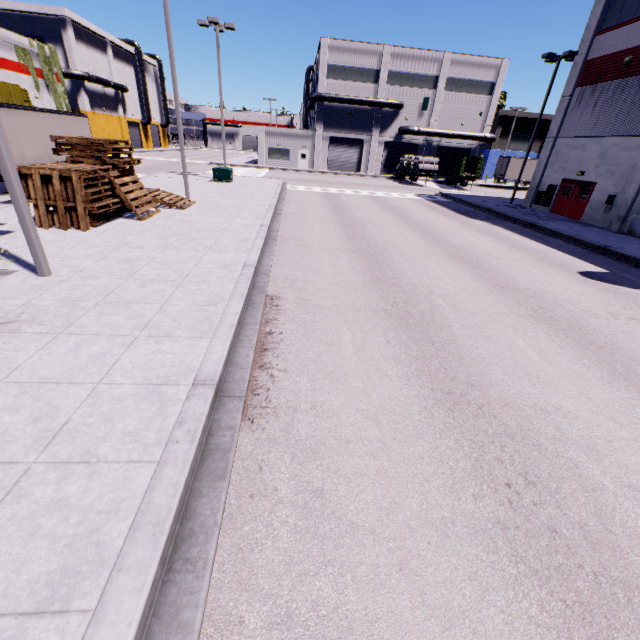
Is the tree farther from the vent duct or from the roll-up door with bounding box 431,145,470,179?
the roll-up door with bounding box 431,145,470,179

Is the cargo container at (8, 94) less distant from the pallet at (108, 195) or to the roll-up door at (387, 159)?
the roll-up door at (387, 159)

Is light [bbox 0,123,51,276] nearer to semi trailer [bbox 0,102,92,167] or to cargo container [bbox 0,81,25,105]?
semi trailer [bbox 0,102,92,167]

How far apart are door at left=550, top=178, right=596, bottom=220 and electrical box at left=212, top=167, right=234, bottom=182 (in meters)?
24.24

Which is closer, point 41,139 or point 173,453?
point 173,453

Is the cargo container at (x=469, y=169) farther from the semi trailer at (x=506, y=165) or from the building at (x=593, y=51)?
the building at (x=593, y=51)

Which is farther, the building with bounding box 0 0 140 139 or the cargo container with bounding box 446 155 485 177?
the cargo container with bounding box 446 155 485 177

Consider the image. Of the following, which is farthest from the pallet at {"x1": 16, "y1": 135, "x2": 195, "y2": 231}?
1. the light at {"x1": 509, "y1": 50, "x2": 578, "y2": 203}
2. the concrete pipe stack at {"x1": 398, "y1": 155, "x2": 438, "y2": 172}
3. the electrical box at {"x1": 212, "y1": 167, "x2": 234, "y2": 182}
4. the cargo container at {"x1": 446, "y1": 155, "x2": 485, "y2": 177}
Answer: the concrete pipe stack at {"x1": 398, "y1": 155, "x2": 438, "y2": 172}
